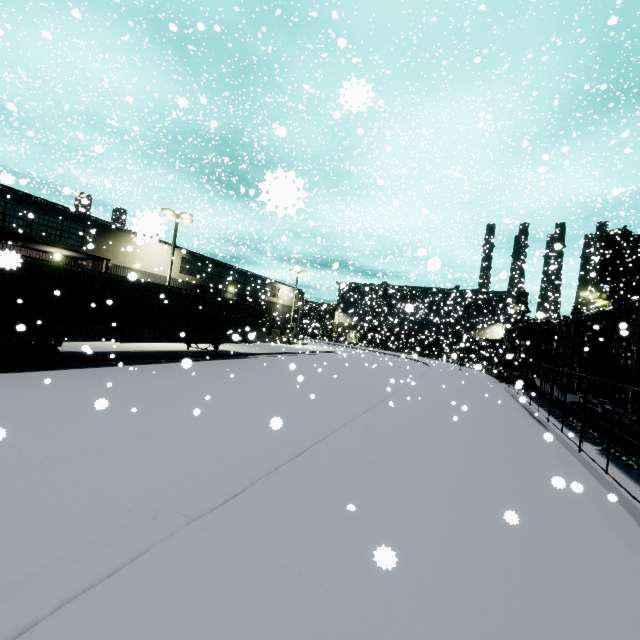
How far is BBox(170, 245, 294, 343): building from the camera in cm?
2755

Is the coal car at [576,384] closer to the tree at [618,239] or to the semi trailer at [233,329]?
the semi trailer at [233,329]

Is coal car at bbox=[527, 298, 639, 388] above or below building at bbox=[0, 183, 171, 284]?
below

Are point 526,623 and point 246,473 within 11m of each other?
yes

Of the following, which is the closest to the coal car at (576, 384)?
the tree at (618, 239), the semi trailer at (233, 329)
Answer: the semi trailer at (233, 329)

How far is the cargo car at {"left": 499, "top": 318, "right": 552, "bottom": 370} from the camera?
23.06m

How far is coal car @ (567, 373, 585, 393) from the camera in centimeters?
1141cm

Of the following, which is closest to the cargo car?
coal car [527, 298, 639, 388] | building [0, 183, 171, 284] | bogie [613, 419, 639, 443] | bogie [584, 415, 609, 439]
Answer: coal car [527, 298, 639, 388]
